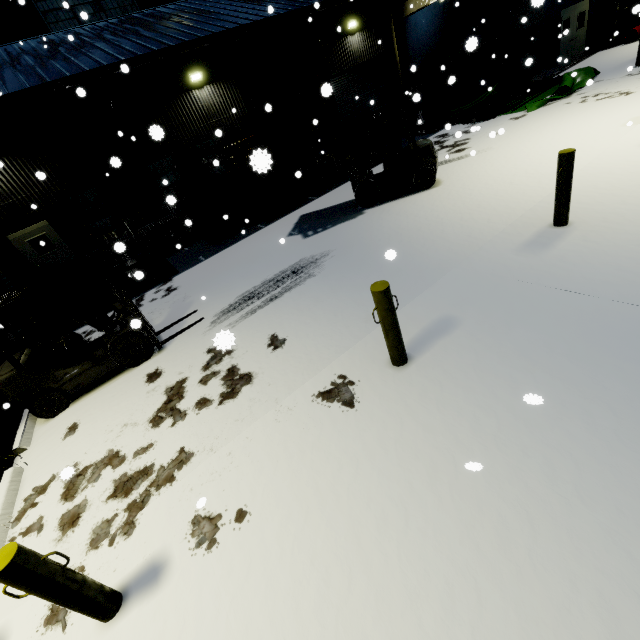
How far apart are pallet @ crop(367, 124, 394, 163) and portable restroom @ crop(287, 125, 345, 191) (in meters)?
0.72

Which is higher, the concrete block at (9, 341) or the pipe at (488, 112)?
the concrete block at (9, 341)

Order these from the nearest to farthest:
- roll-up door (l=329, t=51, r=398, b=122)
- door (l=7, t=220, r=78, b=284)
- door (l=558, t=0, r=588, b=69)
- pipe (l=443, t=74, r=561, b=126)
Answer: door (l=7, t=220, r=78, b=284)
pipe (l=443, t=74, r=561, b=126)
door (l=558, t=0, r=588, b=69)
roll-up door (l=329, t=51, r=398, b=122)

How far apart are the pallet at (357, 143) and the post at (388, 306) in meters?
11.8

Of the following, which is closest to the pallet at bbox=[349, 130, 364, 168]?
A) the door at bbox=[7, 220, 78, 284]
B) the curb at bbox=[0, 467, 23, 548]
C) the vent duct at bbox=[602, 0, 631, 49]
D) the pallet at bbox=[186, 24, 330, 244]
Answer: the pallet at bbox=[186, 24, 330, 244]

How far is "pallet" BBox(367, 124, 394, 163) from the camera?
13.59m

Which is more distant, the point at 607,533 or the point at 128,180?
the point at 128,180

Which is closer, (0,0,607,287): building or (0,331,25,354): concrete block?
(0,331,25,354): concrete block
